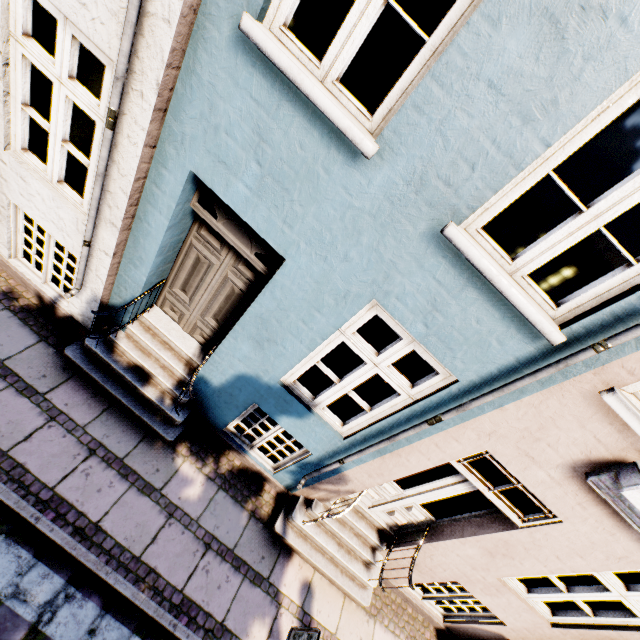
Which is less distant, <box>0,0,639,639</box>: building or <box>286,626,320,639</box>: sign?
<box>0,0,639,639</box>: building

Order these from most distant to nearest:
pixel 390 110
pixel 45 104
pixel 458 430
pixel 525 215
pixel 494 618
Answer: pixel 45 104, pixel 525 215, pixel 494 618, pixel 458 430, pixel 390 110

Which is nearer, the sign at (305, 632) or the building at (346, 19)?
Answer: the building at (346, 19)
